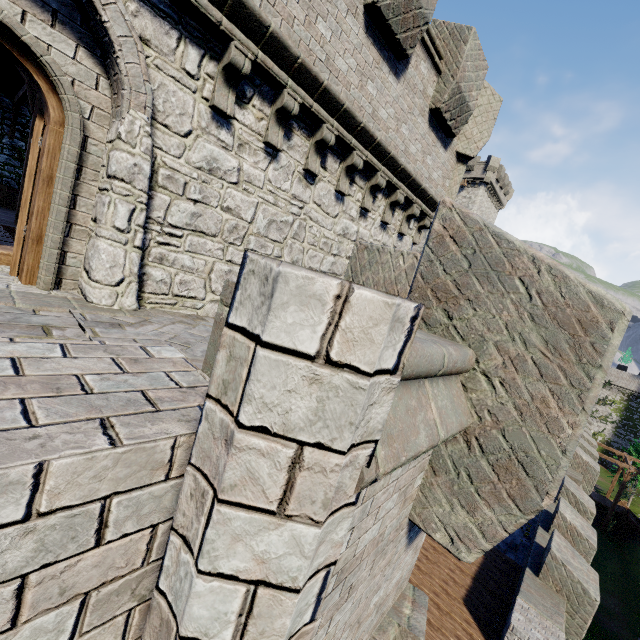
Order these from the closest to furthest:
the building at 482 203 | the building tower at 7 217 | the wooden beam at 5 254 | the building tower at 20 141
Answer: the wooden beam at 5 254 < the building tower at 7 217 < the building tower at 20 141 < the building at 482 203

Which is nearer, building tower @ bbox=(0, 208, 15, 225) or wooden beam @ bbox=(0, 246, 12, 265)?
wooden beam @ bbox=(0, 246, 12, 265)

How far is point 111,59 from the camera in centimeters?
379cm

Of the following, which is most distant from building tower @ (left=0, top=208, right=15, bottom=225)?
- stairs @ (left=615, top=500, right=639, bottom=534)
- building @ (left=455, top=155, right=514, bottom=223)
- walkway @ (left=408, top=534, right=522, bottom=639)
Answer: stairs @ (left=615, top=500, right=639, bottom=534)

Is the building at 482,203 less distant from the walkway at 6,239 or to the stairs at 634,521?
the stairs at 634,521

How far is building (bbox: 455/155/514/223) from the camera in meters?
43.0

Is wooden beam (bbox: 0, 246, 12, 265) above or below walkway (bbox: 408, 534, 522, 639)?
above
